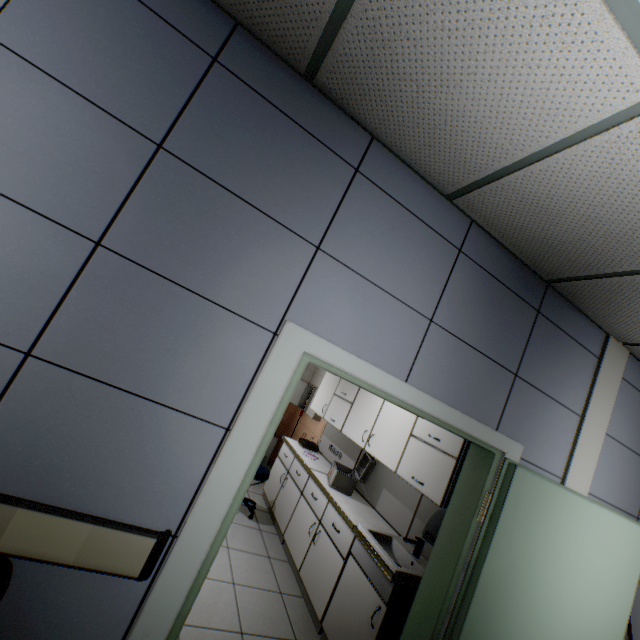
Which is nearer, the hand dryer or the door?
the door

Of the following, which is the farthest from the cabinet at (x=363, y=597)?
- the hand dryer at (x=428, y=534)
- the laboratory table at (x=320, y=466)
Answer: the hand dryer at (x=428, y=534)

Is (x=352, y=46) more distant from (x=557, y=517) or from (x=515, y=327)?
(x=557, y=517)

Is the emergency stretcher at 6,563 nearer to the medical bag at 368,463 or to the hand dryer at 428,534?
the hand dryer at 428,534

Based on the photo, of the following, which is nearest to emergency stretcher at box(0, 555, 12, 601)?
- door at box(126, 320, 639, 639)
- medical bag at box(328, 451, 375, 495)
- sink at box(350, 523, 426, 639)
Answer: door at box(126, 320, 639, 639)

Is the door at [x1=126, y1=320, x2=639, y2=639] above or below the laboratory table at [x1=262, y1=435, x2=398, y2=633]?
above

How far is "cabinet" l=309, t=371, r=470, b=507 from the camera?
2.6m

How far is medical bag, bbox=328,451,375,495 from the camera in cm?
369
